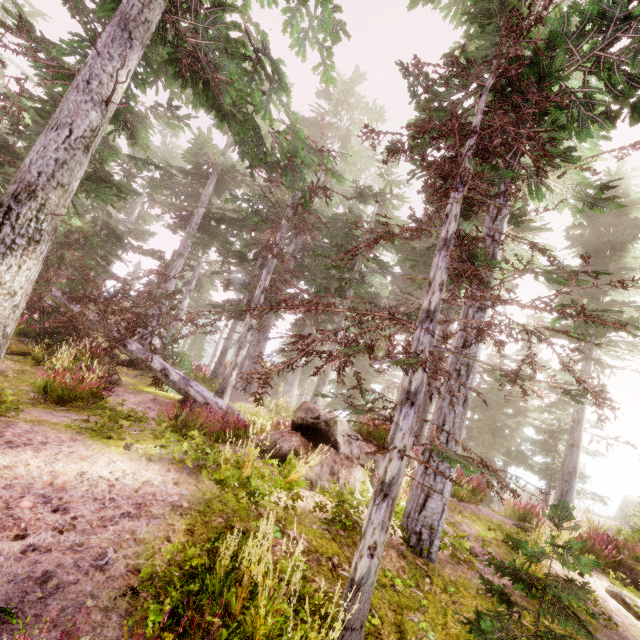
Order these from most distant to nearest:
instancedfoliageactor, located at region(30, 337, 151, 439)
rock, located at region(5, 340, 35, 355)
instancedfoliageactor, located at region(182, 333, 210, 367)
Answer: instancedfoliageactor, located at region(182, 333, 210, 367), rock, located at region(5, 340, 35, 355), instancedfoliageactor, located at region(30, 337, 151, 439)

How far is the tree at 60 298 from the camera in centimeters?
→ 932cm

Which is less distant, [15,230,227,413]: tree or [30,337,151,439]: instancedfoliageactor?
[30,337,151,439]: instancedfoliageactor

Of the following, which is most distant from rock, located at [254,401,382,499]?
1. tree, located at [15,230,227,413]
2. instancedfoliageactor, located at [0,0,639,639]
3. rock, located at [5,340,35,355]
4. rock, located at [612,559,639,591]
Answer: rock, located at [5,340,35,355]

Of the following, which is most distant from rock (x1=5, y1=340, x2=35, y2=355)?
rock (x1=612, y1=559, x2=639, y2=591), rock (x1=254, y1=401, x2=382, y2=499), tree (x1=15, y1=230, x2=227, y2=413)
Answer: rock (x1=612, y1=559, x2=639, y2=591)

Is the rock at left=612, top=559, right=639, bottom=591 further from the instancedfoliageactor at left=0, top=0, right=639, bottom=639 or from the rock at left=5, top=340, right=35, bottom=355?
the rock at left=5, top=340, right=35, bottom=355

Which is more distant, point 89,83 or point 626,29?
point 89,83

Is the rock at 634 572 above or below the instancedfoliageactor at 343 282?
below
